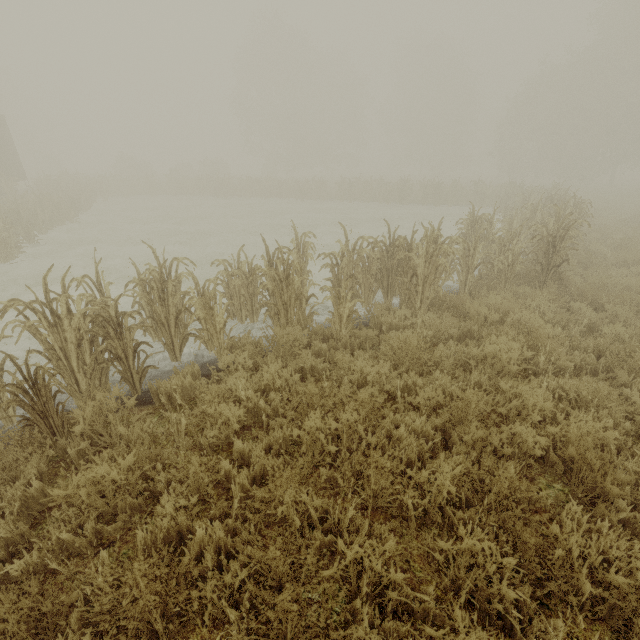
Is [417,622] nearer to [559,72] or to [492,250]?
[492,250]

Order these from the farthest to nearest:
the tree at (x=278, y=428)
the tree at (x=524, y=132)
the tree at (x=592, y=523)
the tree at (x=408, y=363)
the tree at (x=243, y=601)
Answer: the tree at (x=408, y=363), the tree at (x=524, y=132), the tree at (x=278, y=428), the tree at (x=592, y=523), the tree at (x=243, y=601)

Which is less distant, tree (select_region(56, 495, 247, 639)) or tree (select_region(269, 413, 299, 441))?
tree (select_region(56, 495, 247, 639))

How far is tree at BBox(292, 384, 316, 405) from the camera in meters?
3.9

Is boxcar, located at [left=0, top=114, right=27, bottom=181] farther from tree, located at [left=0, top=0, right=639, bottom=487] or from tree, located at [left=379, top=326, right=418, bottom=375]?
tree, located at [left=0, top=0, right=639, bottom=487]

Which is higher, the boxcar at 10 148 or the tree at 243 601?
the boxcar at 10 148

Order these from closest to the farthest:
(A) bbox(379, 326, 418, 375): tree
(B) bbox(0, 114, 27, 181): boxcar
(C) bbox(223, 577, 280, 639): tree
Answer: (C) bbox(223, 577, 280, 639): tree < (A) bbox(379, 326, 418, 375): tree < (B) bbox(0, 114, 27, 181): boxcar

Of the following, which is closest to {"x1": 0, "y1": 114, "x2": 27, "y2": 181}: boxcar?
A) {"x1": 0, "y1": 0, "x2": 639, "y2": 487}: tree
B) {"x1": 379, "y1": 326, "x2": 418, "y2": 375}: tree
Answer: {"x1": 379, "y1": 326, "x2": 418, "y2": 375}: tree
